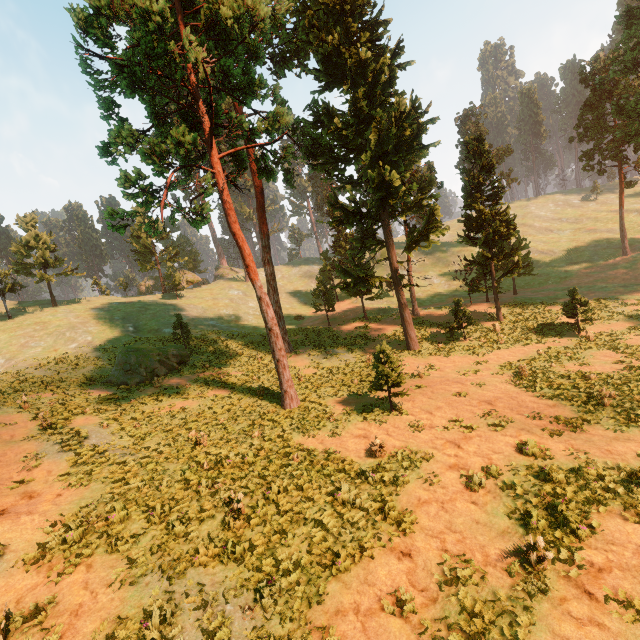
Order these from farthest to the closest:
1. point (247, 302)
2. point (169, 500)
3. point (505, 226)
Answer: point (247, 302) < point (505, 226) < point (169, 500)

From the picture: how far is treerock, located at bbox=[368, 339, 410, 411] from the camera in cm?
1559

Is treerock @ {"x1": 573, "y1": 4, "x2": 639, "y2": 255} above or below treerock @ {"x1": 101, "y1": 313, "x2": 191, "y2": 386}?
above

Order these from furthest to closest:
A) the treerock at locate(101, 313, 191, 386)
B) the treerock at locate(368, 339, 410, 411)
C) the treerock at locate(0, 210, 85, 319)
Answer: the treerock at locate(0, 210, 85, 319) → the treerock at locate(101, 313, 191, 386) → the treerock at locate(368, 339, 410, 411)

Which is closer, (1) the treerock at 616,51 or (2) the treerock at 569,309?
(2) the treerock at 569,309

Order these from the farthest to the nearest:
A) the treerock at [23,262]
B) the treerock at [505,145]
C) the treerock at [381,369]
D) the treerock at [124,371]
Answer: the treerock at [23,262] → the treerock at [505,145] → the treerock at [124,371] → the treerock at [381,369]

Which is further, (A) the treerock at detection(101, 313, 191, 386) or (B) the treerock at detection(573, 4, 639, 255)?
(B) the treerock at detection(573, 4, 639, 255)
